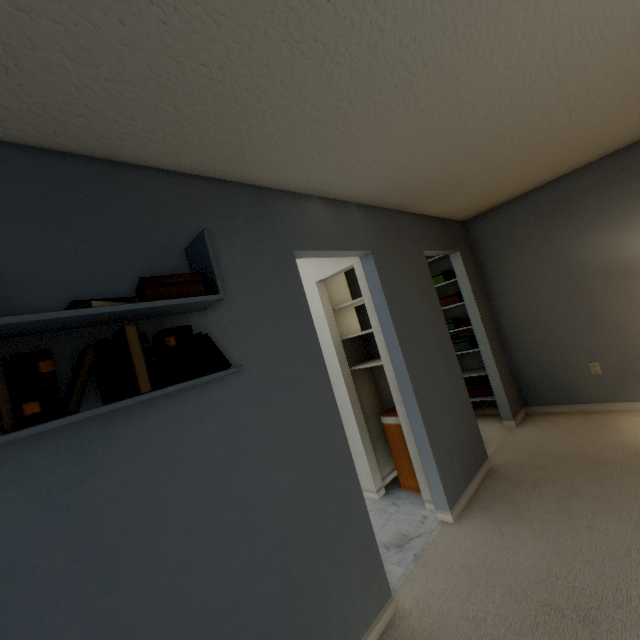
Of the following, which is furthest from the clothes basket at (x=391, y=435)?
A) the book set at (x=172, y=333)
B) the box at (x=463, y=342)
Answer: the book set at (x=172, y=333)

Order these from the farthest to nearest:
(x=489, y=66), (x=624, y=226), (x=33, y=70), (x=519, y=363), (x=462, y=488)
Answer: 1. (x=519, y=363)
2. (x=624, y=226)
3. (x=462, y=488)
4. (x=489, y=66)
5. (x=33, y=70)

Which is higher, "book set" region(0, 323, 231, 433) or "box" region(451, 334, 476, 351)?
"book set" region(0, 323, 231, 433)

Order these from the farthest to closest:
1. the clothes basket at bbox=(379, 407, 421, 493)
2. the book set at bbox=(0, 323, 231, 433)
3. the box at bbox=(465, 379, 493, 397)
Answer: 1. the box at bbox=(465, 379, 493, 397)
2. the clothes basket at bbox=(379, 407, 421, 493)
3. the book set at bbox=(0, 323, 231, 433)

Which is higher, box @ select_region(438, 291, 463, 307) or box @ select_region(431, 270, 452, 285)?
box @ select_region(431, 270, 452, 285)

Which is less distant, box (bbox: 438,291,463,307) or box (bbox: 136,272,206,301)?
box (bbox: 136,272,206,301)

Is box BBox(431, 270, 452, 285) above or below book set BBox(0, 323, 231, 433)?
above

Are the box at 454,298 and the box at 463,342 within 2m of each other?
yes
